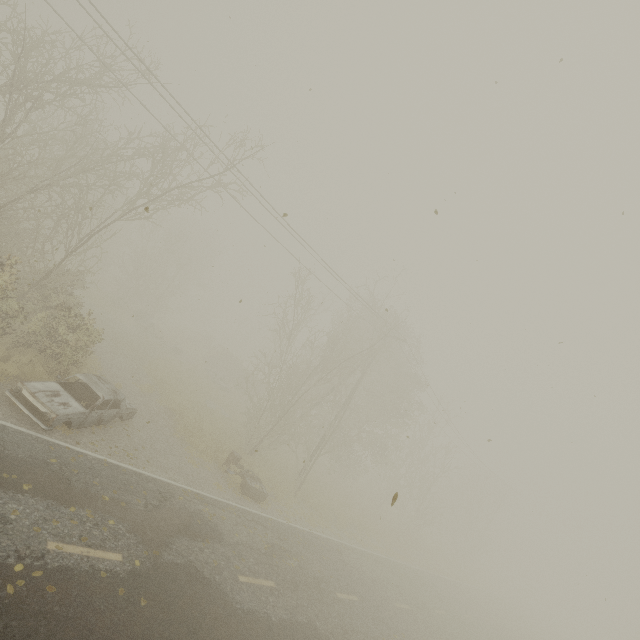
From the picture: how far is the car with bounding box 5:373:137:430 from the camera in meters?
8.9 m

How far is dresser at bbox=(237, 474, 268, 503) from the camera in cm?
1434

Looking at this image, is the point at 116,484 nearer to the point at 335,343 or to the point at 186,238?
the point at 335,343

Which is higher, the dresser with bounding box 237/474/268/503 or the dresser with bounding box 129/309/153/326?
the dresser with bounding box 129/309/153/326

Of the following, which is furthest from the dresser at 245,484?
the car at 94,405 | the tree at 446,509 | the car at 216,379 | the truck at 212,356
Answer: the truck at 212,356

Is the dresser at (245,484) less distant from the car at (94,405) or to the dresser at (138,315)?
the car at (94,405)

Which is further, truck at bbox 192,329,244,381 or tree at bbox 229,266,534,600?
truck at bbox 192,329,244,381

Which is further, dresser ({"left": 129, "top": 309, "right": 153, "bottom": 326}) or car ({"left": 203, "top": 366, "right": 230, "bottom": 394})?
dresser ({"left": 129, "top": 309, "right": 153, "bottom": 326})
